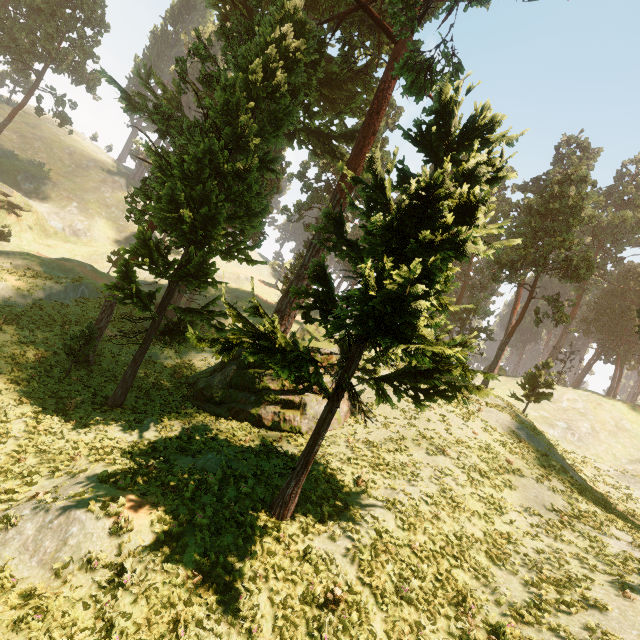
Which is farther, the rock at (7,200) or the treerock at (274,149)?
the rock at (7,200)

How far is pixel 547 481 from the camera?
17.7m

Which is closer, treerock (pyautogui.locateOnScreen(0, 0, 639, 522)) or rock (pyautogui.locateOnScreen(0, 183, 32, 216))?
treerock (pyautogui.locateOnScreen(0, 0, 639, 522))
